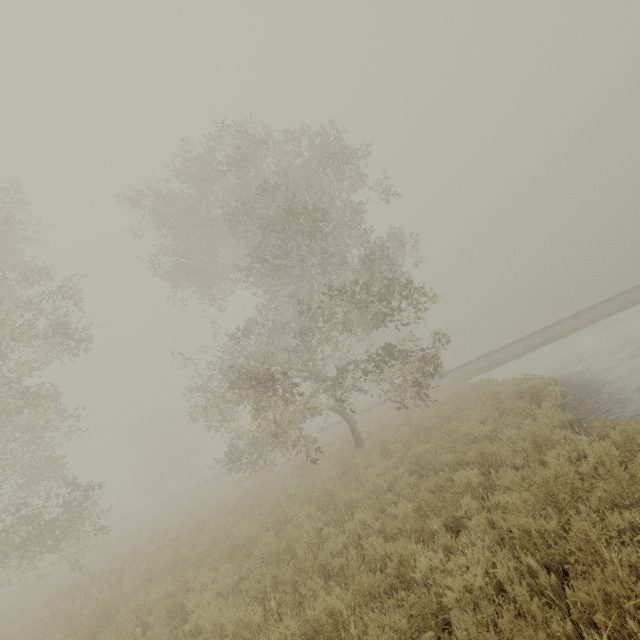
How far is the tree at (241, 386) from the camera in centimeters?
1080cm

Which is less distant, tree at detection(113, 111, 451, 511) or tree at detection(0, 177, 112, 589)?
tree at detection(0, 177, 112, 589)

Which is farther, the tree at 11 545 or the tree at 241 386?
the tree at 241 386

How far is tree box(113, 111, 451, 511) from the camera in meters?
10.8 m

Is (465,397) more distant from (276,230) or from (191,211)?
(191,211)
